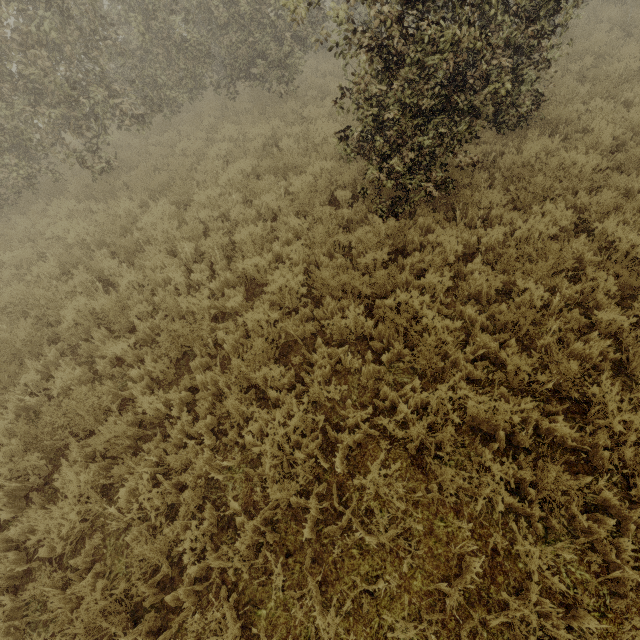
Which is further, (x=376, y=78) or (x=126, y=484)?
(x=376, y=78)
